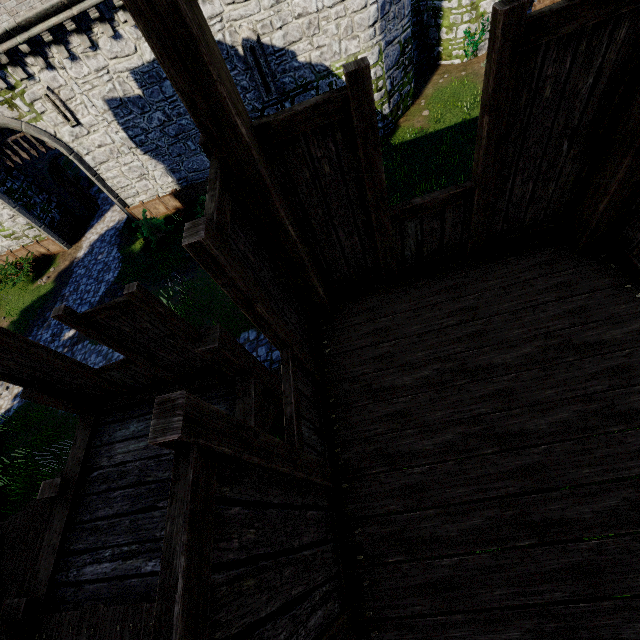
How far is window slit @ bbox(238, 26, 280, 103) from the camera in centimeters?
1228cm

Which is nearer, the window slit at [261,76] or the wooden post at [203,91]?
the wooden post at [203,91]

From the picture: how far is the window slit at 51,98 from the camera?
12.88m

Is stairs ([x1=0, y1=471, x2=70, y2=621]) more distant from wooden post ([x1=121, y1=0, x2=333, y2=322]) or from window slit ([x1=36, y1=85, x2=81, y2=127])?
window slit ([x1=36, y1=85, x2=81, y2=127])

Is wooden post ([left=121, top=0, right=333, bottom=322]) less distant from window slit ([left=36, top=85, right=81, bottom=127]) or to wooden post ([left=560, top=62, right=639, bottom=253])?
wooden post ([left=560, top=62, right=639, bottom=253])

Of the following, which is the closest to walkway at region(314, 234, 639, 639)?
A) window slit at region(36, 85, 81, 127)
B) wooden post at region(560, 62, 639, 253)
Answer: wooden post at region(560, 62, 639, 253)

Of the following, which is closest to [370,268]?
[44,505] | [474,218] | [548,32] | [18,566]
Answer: [474,218]

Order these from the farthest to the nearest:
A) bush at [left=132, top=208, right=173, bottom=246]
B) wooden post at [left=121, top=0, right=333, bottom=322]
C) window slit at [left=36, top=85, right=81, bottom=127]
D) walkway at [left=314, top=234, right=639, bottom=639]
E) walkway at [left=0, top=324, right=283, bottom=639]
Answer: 1. bush at [left=132, top=208, right=173, bottom=246]
2. window slit at [left=36, top=85, right=81, bottom=127]
3. walkway at [left=0, top=324, right=283, bottom=639]
4. walkway at [left=314, top=234, right=639, bottom=639]
5. wooden post at [left=121, top=0, right=333, bottom=322]
